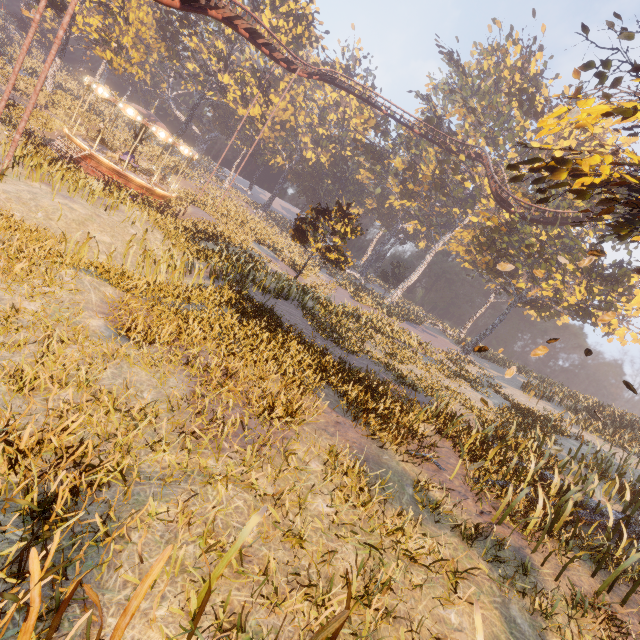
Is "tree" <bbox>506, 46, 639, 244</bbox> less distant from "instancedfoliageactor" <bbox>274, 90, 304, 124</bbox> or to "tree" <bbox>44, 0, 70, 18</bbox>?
"instancedfoliageactor" <bbox>274, 90, 304, 124</bbox>

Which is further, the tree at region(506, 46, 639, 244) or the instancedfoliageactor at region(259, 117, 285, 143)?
the instancedfoliageactor at region(259, 117, 285, 143)

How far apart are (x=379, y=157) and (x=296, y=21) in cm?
2155

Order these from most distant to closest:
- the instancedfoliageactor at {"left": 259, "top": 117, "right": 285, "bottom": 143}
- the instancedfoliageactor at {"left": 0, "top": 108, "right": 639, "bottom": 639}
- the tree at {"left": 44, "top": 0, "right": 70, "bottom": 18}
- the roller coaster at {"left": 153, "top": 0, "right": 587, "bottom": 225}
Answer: the instancedfoliageactor at {"left": 259, "top": 117, "right": 285, "bottom": 143}, the tree at {"left": 44, "top": 0, "right": 70, "bottom": 18}, the roller coaster at {"left": 153, "top": 0, "right": 587, "bottom": 225}, the instancedfoliageactor at {"left": 0, "top": 108, "right": 639, "bottom": 639}

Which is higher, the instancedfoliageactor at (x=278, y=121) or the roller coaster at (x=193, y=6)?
the instancedfoliageactor at (x=278, y=121)

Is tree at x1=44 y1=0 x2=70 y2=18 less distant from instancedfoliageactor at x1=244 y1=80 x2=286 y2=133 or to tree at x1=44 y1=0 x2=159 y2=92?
tree at x1=44 y1=0 x2=159 y2=92

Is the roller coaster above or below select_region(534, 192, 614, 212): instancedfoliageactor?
below

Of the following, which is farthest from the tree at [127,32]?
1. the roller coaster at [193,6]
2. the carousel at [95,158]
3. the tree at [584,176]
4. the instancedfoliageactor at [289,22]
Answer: the tree at [584,176]
